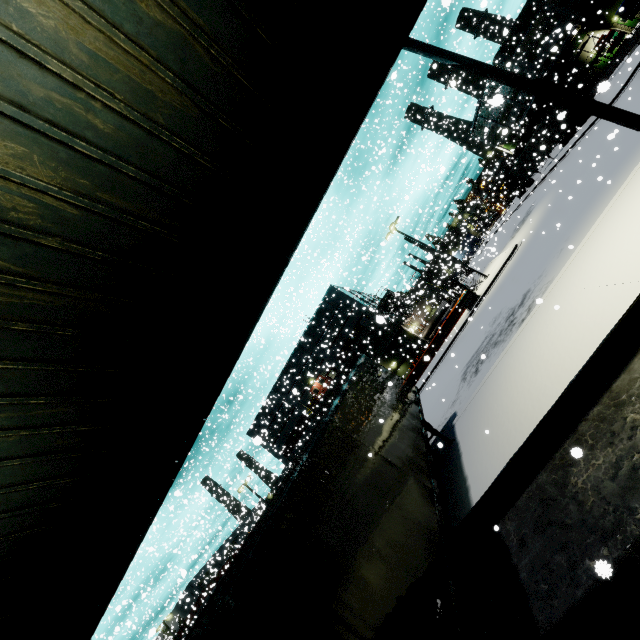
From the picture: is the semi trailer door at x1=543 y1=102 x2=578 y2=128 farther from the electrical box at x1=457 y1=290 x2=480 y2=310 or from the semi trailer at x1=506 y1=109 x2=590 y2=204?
the electrical box at x1=457 y1=290 x2=480 y2=310

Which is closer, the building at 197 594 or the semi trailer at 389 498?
the semi trailer at 389 498

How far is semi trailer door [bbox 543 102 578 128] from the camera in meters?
12.7 m

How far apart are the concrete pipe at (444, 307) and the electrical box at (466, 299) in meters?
13.7 m

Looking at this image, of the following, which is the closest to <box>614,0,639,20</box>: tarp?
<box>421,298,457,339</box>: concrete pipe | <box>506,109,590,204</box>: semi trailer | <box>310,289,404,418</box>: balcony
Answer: <box>506,109,590,204</box>: semi trailer

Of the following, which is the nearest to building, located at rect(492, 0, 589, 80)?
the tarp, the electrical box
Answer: the tarp

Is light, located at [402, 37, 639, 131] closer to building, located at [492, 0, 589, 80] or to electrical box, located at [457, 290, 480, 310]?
building, located at [492, 0, 589, 80]

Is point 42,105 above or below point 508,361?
above
